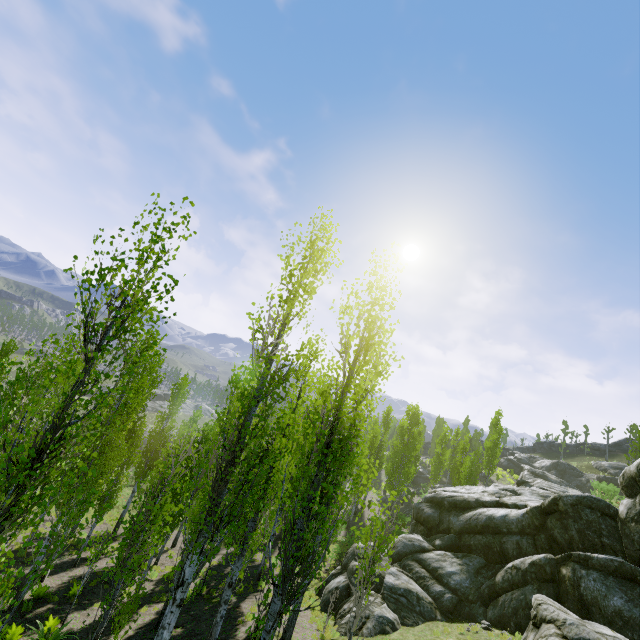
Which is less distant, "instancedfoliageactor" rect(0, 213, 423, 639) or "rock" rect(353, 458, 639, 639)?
"instancedfoliageactor" rect(0, 213, 423, 639)

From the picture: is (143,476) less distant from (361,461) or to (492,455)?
(361,461)

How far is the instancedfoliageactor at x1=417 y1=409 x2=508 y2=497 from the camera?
33.9 meters

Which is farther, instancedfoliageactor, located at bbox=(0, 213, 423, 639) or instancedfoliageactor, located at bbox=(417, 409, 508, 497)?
instancedfoliageactor, located at bbox=(417, 409, 508, 497)

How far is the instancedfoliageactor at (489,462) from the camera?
33.9 meters

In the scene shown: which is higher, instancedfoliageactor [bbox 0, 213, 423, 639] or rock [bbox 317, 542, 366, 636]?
instancedfoliageactor [bbox 0, 213, 423, 639]

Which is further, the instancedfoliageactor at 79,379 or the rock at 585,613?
the rock at 585,613
